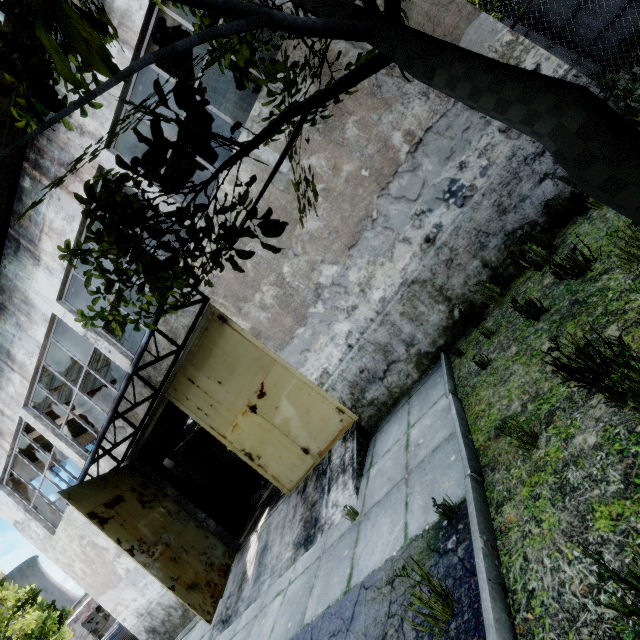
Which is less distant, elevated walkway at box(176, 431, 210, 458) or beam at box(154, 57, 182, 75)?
beam at box(154, 57, 182, 75)

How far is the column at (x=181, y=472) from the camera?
13.0 meters

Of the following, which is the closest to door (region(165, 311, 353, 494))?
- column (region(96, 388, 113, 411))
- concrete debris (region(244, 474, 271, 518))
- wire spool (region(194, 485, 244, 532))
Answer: wire spool (region(194, 485, 244, 532))

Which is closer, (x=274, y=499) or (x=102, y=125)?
(x=102, y=125)

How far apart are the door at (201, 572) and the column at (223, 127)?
8.86m

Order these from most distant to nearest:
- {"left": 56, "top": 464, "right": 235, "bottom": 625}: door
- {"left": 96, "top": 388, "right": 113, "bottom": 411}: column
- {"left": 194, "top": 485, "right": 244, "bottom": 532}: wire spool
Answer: {"left": 96, "top": 388, "right": 113, "bottom": 411}: column, {"left": 194, "top": 485, "right": 244, "bottom": 532}: wire spool, {"left": 56, "top": 464, "right": 235, "bottom": 625}: door

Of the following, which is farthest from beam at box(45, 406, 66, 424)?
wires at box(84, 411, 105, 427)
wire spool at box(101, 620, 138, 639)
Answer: wire spool at box(101, 620, 138, 639)

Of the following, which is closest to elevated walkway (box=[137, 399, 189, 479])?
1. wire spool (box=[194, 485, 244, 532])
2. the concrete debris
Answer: wire spool (box=[194, 485, 244, 532])
